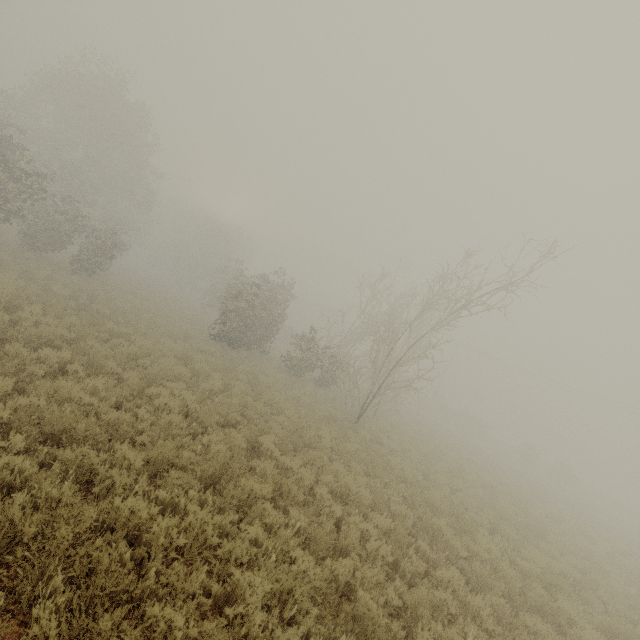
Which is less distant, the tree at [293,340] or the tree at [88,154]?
the tree at [293,340]

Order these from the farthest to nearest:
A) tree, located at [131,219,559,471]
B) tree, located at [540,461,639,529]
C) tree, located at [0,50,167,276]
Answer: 1. tree, located at [540,461,639,529]
2. tree, located at [0,50,167,276]
3. tree, located at [131,219,559,471]

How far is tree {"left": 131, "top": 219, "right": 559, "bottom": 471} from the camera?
16.1 meters

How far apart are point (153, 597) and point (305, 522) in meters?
3.2

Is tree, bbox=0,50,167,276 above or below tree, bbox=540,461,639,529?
above

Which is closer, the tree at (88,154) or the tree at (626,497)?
the tree at (88,154)

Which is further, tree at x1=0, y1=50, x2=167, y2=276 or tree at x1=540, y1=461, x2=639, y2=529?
tree at x1=540, y1=461, x2=639, y2=529
